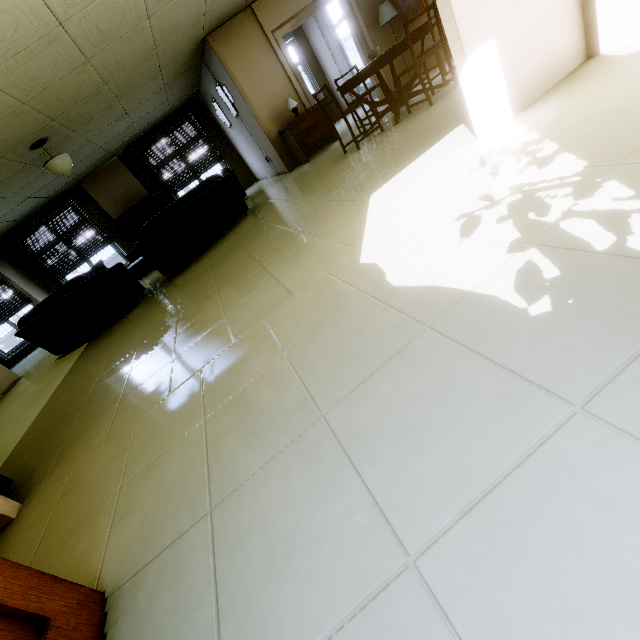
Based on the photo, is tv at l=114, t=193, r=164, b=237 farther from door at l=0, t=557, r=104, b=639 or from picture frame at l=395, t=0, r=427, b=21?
door at l=0, t=557, r=104, b=639

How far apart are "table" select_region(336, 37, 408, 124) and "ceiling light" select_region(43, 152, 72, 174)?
4.8 meters

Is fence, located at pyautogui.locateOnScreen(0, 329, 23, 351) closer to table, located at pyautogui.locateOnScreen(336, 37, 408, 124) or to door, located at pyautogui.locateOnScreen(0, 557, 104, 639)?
table, located at pyautogui.locateOnScreen(336, 37, 408, 124)

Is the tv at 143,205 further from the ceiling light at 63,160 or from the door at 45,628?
the door at 45,628

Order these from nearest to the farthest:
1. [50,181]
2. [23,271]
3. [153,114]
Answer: [50,181], [153,114], [23,271]

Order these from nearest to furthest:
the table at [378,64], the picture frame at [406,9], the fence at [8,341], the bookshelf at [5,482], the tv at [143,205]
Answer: the bookshelf at [5,482] < the table at [378,64] < the picture frame at [406,9] < the tv at [143,205] < the fence at [8,341]

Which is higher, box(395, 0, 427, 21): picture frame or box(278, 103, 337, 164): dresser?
box(395, 0, 427, 21): picture frame

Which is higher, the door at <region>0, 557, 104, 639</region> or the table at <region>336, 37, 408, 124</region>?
the table at <region>336, 37, 408, 124</region>
